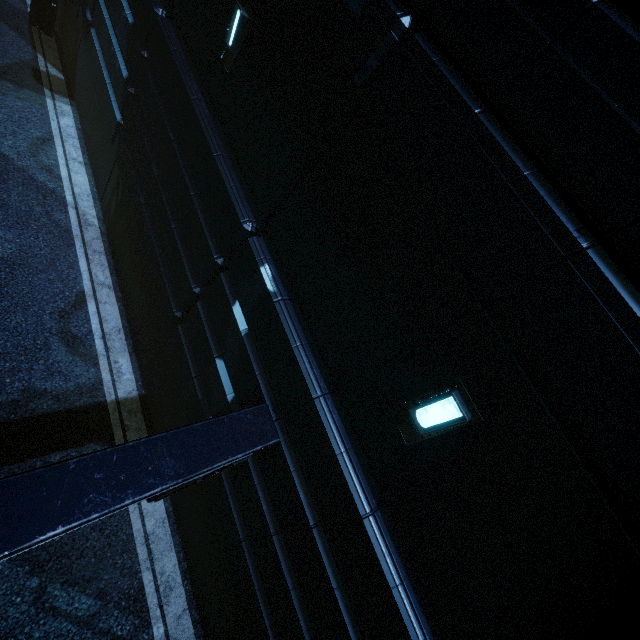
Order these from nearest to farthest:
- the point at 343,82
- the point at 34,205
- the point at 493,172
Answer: the point at 493,172, the point at 343,82, the point at 34,205
